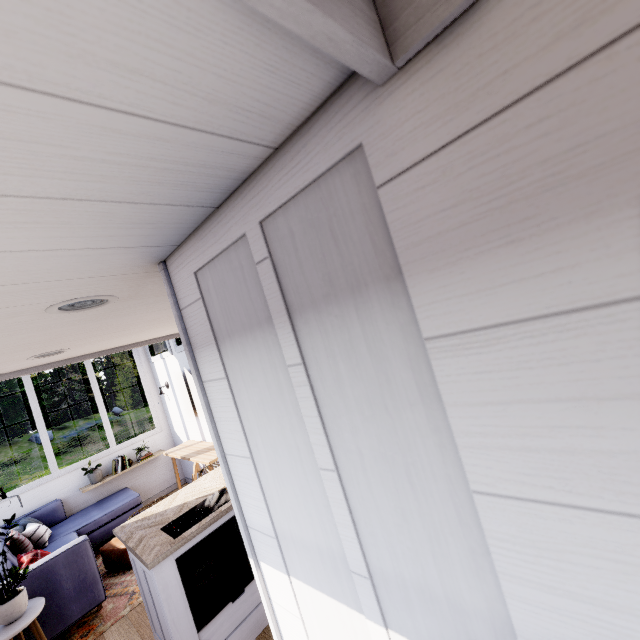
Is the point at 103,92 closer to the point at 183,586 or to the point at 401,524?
the point at 401,524

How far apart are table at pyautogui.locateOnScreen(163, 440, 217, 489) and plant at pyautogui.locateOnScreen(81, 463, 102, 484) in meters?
1.0 m

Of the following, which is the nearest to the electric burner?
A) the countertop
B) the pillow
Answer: the countertop

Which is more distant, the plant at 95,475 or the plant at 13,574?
the plant at 95,475

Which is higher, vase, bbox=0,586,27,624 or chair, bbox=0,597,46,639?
vase, bbox=0,586,27,624

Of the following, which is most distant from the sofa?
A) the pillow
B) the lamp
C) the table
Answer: the lamp

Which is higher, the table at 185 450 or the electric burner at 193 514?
the electric burner at 193 514

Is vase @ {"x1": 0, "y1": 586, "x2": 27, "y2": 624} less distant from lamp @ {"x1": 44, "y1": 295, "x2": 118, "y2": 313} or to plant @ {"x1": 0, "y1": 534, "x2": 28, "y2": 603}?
plant @ {"x1": 0, "y1": 534, "x2": 28, "y2": 603}
